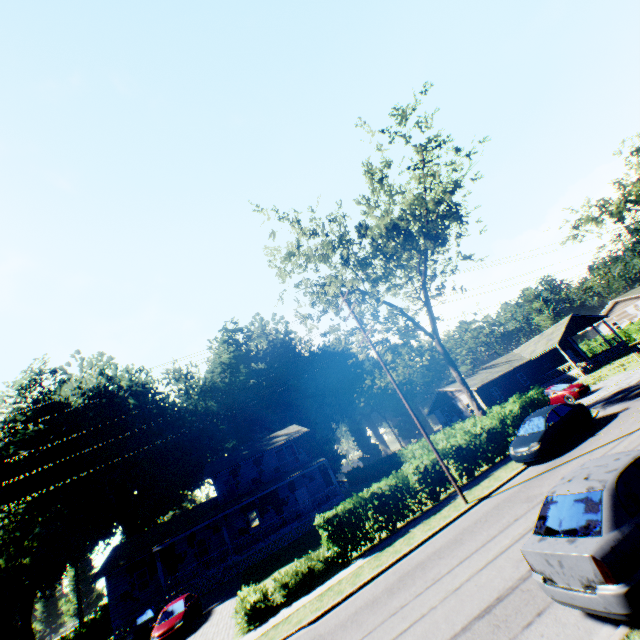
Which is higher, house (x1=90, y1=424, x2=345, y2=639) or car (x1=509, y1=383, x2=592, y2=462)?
house (x1=90, y1=424, x2=345, y2=639)

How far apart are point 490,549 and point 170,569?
30.10m

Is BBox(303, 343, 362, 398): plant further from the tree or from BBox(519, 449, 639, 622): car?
the tree

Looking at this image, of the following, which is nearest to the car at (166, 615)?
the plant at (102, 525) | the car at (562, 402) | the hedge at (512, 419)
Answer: the hedge at (512, 419)

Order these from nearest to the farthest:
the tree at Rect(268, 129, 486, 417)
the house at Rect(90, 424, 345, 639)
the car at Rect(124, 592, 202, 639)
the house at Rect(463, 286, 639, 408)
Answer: the car at Rect(124, 592, 202, 639) < the tree at Rect(268, 129, 486, 417) < the house at Rect(90, 424, 345, 639) < the house at Rect(463, 286, 639, 408)

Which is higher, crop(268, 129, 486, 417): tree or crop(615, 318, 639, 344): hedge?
crop(268, 129, 486, 417): tree

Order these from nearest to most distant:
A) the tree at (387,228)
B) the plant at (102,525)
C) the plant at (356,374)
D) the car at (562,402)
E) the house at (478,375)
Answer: the car at (562,402)
the tree at (387,228)
the plant at (102,525)
the house at (478,375)
the plant at (356,374)

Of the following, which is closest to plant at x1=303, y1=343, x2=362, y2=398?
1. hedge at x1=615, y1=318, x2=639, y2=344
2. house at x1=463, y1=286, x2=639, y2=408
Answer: hedge at x1=615, y1=318, x2=639, y2=344
